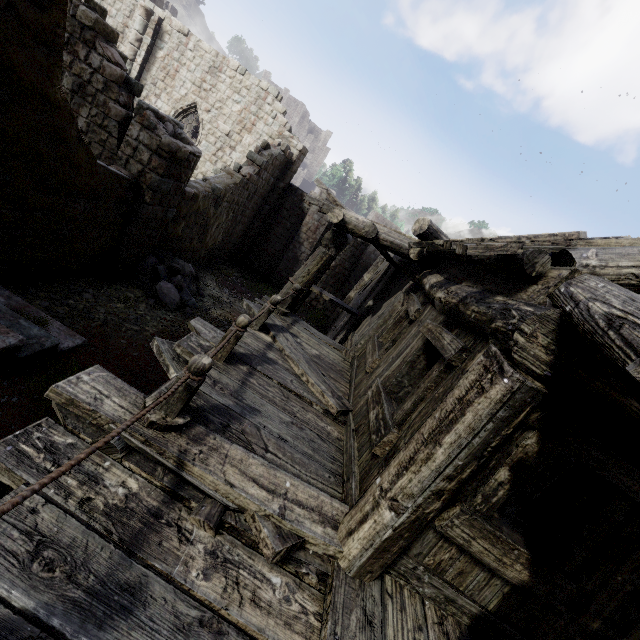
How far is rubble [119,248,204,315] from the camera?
10.07m

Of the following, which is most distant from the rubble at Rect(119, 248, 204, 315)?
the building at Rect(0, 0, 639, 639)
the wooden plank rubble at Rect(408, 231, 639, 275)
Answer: the wooden plank rubble at Rect(408, 231, 639, 275)

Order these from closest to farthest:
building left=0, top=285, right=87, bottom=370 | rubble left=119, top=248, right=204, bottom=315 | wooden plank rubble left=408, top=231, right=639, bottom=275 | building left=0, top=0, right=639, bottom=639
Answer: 1. building left=0, top=0, right=639, bottom=639
2. wooden plank rubble left=408, top=231, right=639, bottom=275
3. building left=0, top=285, right=87, bottom=370
4. rubble left=119, top=248, right=204, bottom=315

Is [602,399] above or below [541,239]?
below

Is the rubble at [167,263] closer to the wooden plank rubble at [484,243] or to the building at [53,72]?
the building at [53,72]

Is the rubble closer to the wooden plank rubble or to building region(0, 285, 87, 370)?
building region(0, 285, 87, 370)

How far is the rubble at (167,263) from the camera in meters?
10.1 m

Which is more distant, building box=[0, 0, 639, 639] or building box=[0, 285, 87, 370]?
building box=[0, 285, 87, 370]
